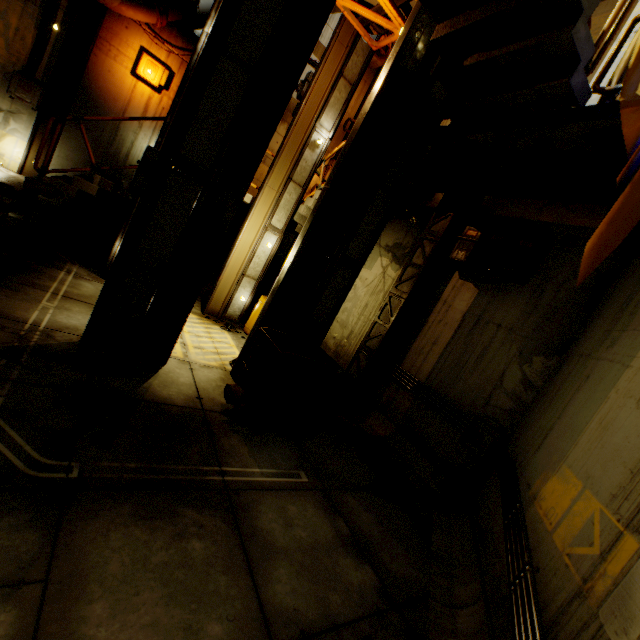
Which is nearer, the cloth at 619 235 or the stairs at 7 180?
the cloth at 619 235

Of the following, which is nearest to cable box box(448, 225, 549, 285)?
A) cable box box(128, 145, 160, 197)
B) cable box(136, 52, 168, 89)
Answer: cable box box(128, 145, 160, 197)

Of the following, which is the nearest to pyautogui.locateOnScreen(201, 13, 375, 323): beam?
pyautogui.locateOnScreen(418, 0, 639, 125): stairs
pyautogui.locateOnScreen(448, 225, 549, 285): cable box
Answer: pyautogui.locateOnScreen(418, 0, 639, 125): stairs

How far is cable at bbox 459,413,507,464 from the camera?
5.2m

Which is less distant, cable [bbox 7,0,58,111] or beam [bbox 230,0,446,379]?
beam [bbox 230,0,446,379]

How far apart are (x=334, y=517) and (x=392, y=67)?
6.96m

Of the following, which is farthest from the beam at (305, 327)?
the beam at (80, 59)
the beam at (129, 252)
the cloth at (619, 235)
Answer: the beam at (80, 59)

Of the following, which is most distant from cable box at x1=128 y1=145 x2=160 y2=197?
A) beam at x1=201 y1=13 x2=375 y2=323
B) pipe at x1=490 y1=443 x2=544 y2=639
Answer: pipe at x1=490 y1=443 x2=544 y2=639
